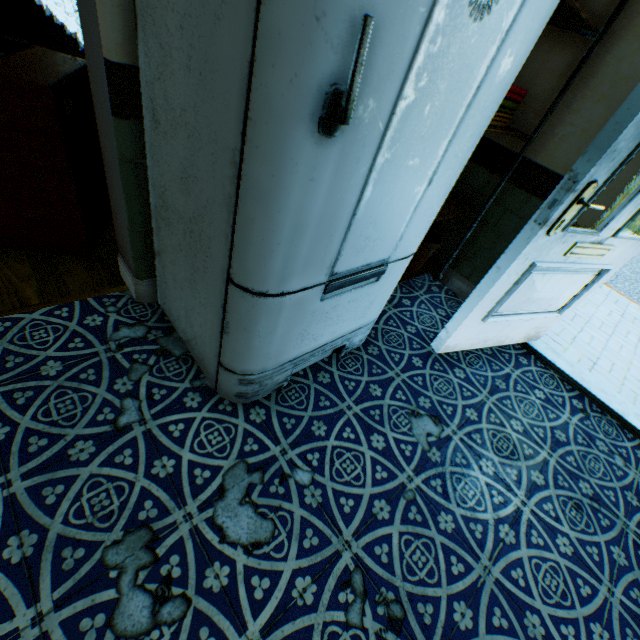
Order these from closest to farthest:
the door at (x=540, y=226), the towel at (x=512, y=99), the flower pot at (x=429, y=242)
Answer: the door at (x=540, y=226) → the towel at (x=512, y=99) → the flower pot at (x=429, y=242)

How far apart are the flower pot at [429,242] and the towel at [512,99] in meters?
0.8

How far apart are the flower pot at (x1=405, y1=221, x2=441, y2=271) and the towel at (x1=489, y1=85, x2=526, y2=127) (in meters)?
0.83

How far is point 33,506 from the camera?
1.09m

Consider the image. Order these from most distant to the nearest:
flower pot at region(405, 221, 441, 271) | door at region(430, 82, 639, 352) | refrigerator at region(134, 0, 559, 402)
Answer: flower pot at region(405, 221, 441, 271) < door at region(430, 82, 639, 352) < refrigerator at region(134, 0, 559, 402)

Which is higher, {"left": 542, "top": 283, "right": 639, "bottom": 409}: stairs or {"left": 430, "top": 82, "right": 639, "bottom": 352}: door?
{"left": 430, "top": 82, "right": 639, "bottom": 352}: door

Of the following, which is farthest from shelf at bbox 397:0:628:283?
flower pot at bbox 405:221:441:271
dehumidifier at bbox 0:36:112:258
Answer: dehumidifier at bbox 0:36:112:258

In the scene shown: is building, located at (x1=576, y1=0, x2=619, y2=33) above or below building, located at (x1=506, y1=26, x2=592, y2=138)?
above
